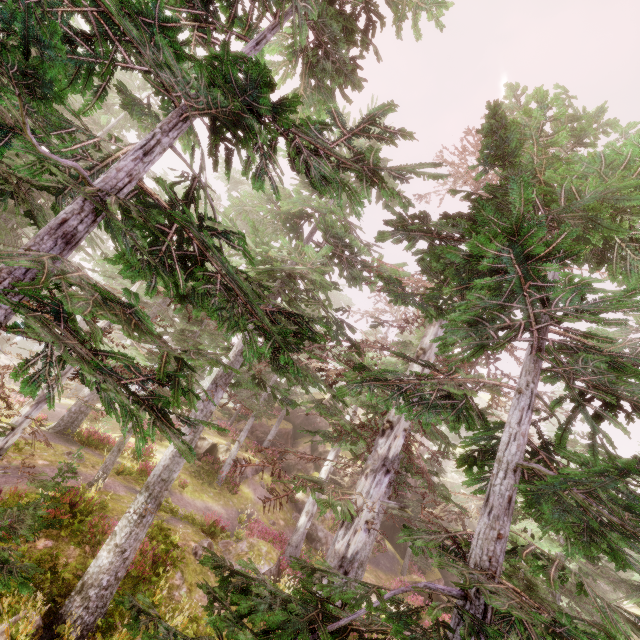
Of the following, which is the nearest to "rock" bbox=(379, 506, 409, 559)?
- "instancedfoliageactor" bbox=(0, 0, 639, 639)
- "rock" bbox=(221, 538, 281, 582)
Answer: "instancedfoliageactor" bbox=(0, 0, 639, 639)

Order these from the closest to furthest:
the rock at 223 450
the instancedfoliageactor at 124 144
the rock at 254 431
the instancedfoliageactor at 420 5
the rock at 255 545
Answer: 1. the instancedfoliageactor at 124 144
2. the instancedfoliageactor at 420 5
3. the rock at 255 545
4. the rock at 223 450
5. the rock at 254 431

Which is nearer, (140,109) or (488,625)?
(488,625)

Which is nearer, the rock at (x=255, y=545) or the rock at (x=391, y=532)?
the rock at (x=255, y=545)

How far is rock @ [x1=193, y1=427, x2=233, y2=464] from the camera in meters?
22.6 m
